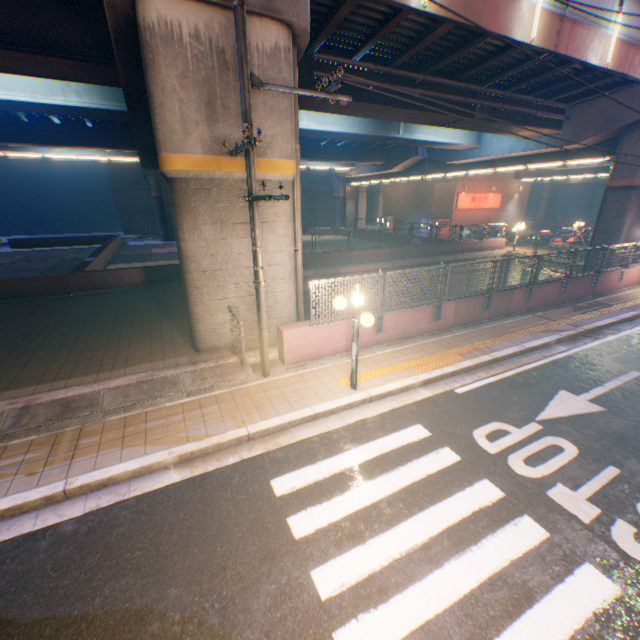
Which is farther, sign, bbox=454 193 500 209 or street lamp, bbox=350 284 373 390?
sign, bbox=454 193 500 209

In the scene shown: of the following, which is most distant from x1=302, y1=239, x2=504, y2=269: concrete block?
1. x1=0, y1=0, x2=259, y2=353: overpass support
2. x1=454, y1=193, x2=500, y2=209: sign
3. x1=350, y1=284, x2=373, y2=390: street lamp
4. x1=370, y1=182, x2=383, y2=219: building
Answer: x1=370, y1=182, x2=383, y2=219: building

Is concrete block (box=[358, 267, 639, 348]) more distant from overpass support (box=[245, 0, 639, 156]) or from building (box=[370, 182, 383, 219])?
building (box=[370, 182, 383, 219])

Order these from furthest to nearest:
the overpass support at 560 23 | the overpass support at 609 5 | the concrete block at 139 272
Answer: the concrete block at 139 272 → the overpass support at 609 5 → the overpass support at 560 23

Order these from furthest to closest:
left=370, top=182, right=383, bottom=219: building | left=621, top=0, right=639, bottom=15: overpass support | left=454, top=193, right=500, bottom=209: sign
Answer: left=370, top=182, right=383, bottom=219: building → left=454, top=193, right=500, bottom=209: sign → left=621, top=0, right=639, bottom=15: overpass support

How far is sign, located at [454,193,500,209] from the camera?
33.67m

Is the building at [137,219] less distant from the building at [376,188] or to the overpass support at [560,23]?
the building at [376,188]

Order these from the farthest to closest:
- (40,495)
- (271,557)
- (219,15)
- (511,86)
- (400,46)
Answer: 1. (511,86)
2. (400,46)
3. (219,15)
4. (40,495)
5. (271,557)
